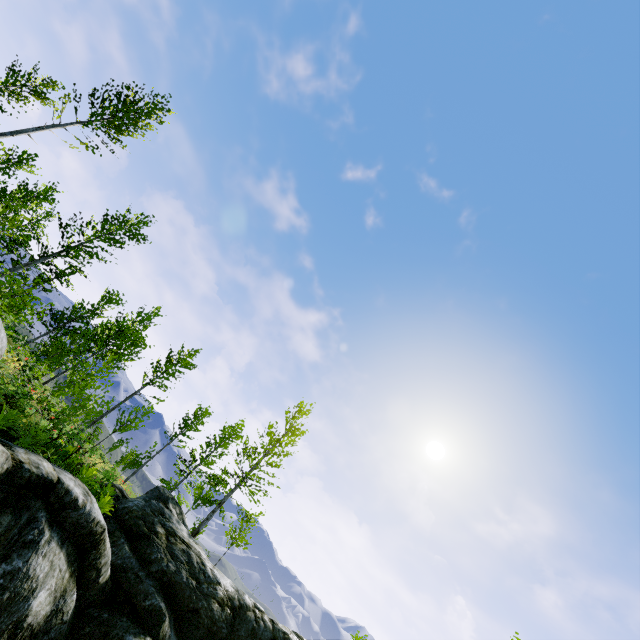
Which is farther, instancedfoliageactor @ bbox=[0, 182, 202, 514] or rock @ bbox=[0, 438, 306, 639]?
instancedfoliageactor @ bbox=[0, 182, 202, 514]

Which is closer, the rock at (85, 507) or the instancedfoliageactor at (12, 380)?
the rock at (85, 507)

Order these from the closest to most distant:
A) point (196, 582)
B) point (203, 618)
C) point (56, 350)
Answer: point (203, 618) < point (196, 582) < point (56, 350)
